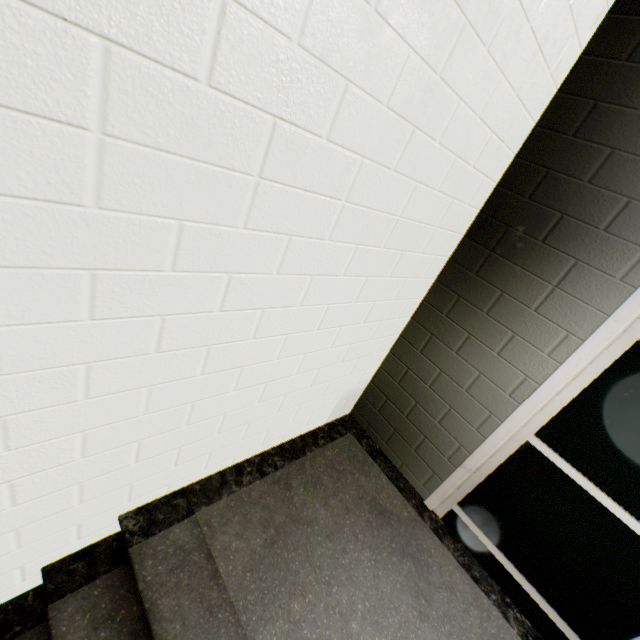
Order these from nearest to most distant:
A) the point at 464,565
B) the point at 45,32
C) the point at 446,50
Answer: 1. the point at 45,32
2. the point at 446,50
3. the point at 464,565
